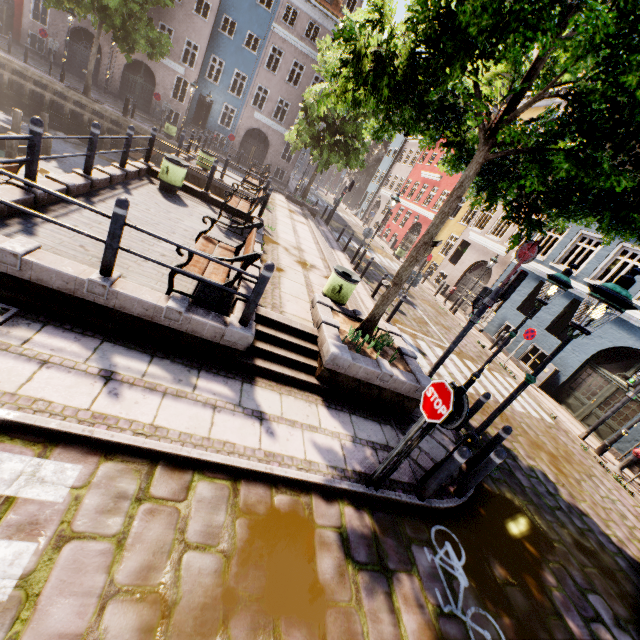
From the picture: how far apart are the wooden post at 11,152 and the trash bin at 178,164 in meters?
5.7

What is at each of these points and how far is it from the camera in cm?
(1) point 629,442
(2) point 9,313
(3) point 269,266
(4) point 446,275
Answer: (1) building, 1075
(2) tree planter, 396
(3) bollard, 464
(4) building, 2456

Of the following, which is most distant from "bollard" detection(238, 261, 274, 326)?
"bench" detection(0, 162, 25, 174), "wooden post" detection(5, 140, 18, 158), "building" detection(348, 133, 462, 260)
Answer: "building" detection(348, 133, 462, 260)

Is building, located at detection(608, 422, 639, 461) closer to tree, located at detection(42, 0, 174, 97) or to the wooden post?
tree, located at detection(42, 0, 174, 97)

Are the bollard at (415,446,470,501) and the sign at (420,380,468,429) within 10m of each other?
yes

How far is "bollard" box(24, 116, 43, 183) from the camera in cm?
508

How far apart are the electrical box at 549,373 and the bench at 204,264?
13.5 meters

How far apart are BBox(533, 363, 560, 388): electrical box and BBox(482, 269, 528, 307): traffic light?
8.25m
